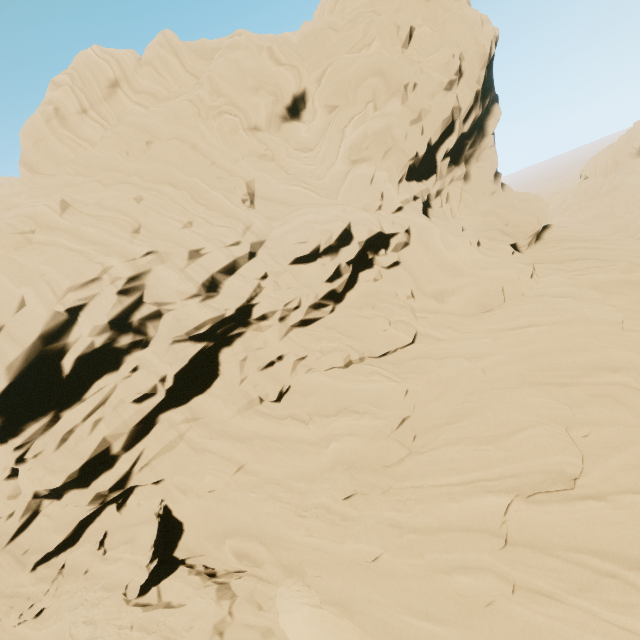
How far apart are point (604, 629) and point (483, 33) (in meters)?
28.84
